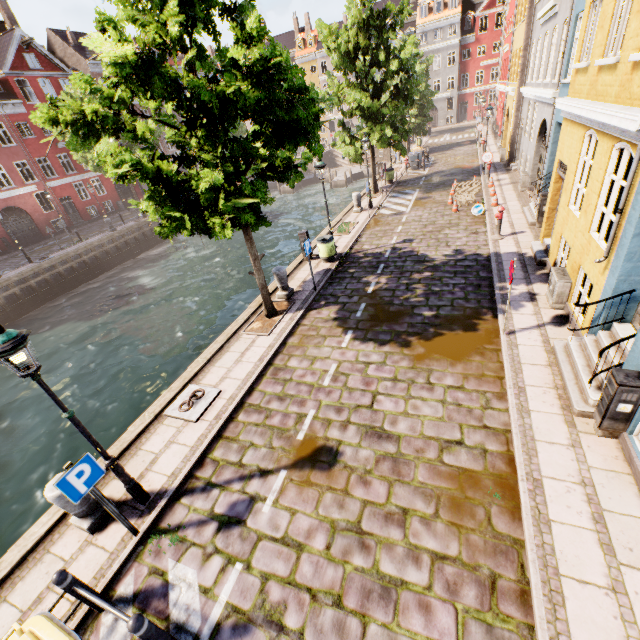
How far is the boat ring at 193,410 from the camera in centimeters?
737cm

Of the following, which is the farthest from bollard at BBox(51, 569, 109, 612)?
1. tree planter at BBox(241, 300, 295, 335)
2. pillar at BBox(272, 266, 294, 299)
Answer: pillar at BBox(272, 266, 294, 299)

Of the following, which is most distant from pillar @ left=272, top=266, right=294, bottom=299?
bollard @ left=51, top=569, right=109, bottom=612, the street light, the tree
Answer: bollard @ left=51, top=569, right=109, bottom=612

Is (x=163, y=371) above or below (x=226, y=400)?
below

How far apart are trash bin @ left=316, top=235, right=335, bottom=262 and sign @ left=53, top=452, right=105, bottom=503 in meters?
10.3 m

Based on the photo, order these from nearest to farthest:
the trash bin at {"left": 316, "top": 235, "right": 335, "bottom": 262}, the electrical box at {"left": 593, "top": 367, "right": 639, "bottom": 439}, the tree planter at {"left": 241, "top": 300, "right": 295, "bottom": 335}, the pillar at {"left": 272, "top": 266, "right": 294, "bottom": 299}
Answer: the electrical box at {"left": 593, "top": 367, "right": 639, "bottom": 439} → the tree planter at {"left": 241, "top": 300, "right": 295, "bottom": 335} → the pillar at {"left": 272, "top": 266, "right": 294, "bottom": 299} → the trash bin at {"left": 316, "top": 235, "right": 335, "bottom": 262}

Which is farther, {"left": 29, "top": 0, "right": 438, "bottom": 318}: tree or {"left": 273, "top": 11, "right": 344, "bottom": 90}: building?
{"left": 273, "top": 11, "right": 344, "bottom": 90}: building

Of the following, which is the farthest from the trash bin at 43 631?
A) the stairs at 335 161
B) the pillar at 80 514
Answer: the stairs at 335 161
